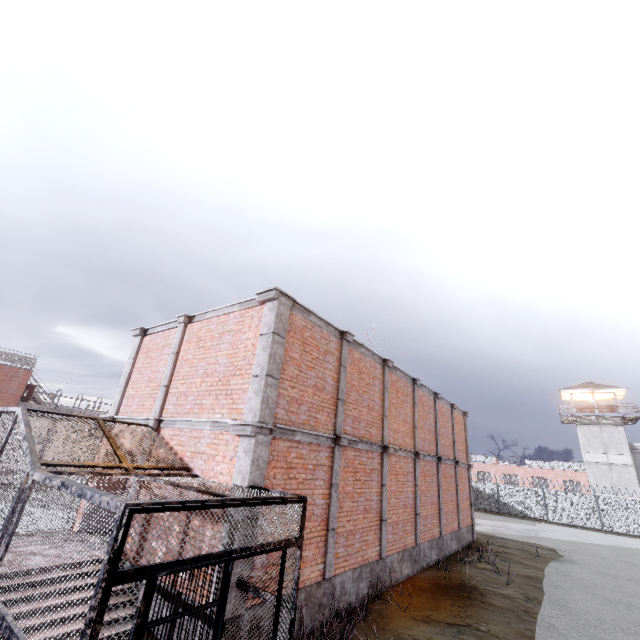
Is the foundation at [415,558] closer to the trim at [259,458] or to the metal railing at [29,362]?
the trim at [259,458]

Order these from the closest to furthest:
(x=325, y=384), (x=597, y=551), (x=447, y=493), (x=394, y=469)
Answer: (x=325, y=384), (x=394, y=469), (x=447, y=493), (x=597, y=551)

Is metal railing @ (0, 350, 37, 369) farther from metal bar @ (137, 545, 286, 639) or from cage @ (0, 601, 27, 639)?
metal bar @ (137, 545, 286, 639)

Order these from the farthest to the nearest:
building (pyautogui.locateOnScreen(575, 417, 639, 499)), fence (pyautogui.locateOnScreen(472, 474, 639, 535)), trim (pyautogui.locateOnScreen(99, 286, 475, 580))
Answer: building (pyautogui.locateOnScreen(575, 417, 639, 499))
fence (pyautogui.locateOnScreen(472, 474, 639, 535))
trim (pyautogui.locateOnScreen(99, 286, 475, 580))

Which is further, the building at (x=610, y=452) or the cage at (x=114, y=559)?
the building at (x=610, y=452)

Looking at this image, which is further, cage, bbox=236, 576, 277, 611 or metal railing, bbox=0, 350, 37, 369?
metal railing, bbox=0, 350, 37, 369

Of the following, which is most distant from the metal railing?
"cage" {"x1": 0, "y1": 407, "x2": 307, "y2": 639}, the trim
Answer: the trim

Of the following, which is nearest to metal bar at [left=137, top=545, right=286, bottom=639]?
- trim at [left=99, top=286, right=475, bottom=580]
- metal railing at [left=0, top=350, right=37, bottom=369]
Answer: trim at [left=99, top=286, right=475, bottom=580]
